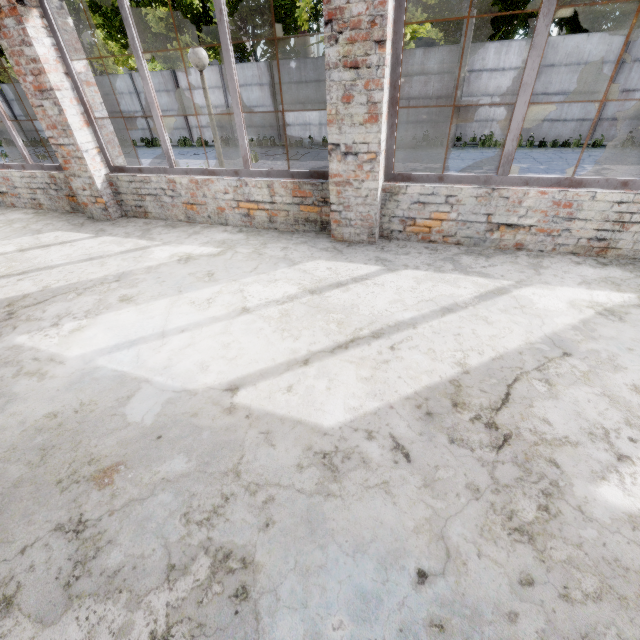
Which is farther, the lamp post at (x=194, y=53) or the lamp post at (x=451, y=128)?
the lamp post at (x=451, y=128)

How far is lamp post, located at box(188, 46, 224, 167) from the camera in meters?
5.2 m

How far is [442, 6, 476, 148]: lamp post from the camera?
12.32m

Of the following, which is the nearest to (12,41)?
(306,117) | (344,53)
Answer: (344,53)

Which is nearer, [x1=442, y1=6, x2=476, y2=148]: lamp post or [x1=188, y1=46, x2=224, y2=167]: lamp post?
[x1=188, y1=46, x2=224, y2=167]: lamp post

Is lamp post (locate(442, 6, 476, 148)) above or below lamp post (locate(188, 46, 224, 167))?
below

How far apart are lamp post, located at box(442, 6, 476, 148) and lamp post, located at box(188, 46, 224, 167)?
12.1 meters

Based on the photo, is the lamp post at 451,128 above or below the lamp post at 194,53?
below
